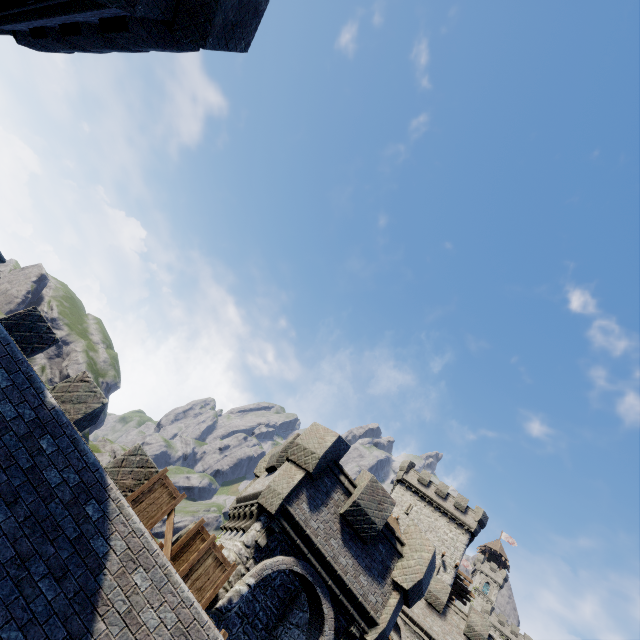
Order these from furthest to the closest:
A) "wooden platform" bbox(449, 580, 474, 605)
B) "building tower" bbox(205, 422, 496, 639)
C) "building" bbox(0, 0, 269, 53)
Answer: "wooden platform" bbox(449, 580, 474, 605) < "building tower" bbox(205, 422, 496, 639) < "building" bbox(0, 0, 269, 53)

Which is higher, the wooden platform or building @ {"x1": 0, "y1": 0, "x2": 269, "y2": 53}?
the wooden platform

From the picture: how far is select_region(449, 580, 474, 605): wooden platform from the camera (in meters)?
37.35

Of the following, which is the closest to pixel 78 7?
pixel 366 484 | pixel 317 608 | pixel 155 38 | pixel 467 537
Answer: pixel 155 38

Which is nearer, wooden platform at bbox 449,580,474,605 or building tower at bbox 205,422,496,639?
building tower at bbox 205,422,496,639

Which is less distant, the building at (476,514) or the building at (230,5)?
the building at (230,5)

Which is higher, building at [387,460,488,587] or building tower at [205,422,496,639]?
building at [387,460,488,587]

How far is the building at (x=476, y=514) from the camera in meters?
37.6 m
